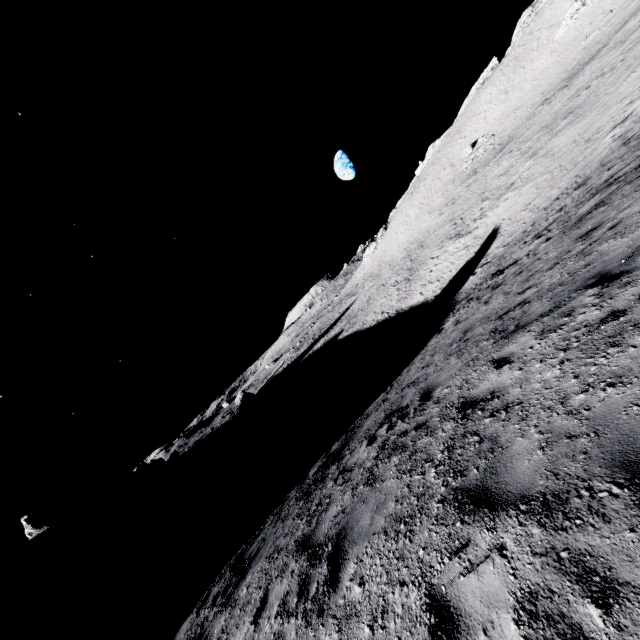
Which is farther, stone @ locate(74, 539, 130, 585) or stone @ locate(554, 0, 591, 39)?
stone @ locate(554, 0, 591, 39)

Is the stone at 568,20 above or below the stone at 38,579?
above

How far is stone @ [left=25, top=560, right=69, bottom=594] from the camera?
42.1 meters

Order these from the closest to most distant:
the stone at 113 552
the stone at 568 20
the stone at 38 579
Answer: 1. the stone at 113 552
2. the stone at 38 579
3. the stone at 568 20

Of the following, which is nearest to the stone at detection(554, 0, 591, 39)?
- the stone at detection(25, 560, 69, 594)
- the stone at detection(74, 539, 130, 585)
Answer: the stone at detection(74, 539, 130, 585)

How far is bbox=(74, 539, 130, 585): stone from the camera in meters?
39.5

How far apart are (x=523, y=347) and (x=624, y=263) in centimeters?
184cm
